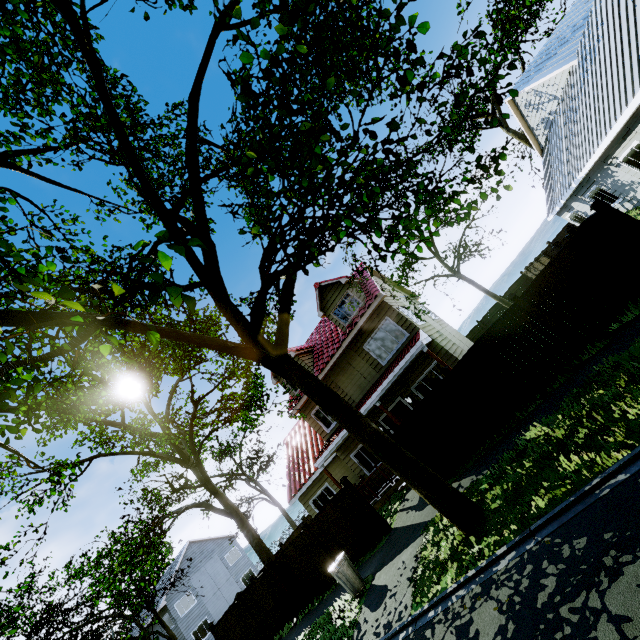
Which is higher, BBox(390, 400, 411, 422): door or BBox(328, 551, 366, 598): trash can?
BBox(390, 400, 411, 422): door

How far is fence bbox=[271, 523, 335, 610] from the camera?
12.15m

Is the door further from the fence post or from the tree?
the fence post

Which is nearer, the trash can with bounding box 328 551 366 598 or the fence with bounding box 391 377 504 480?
the trash can with bounding box 328 551 366 598

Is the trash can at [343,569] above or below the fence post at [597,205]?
below

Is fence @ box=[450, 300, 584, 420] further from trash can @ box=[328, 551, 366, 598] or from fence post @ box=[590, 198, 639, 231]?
trash can @ box=[328, 551, 366, 598]

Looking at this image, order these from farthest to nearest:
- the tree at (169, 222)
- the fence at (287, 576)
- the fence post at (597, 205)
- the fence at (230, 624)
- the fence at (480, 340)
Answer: the fence at (230, 624) < the fence at (287, 576) < the fence at (480, 340) < the fence post at (597, 205) < the tree at (169, 222)

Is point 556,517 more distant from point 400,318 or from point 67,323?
point 400,318
